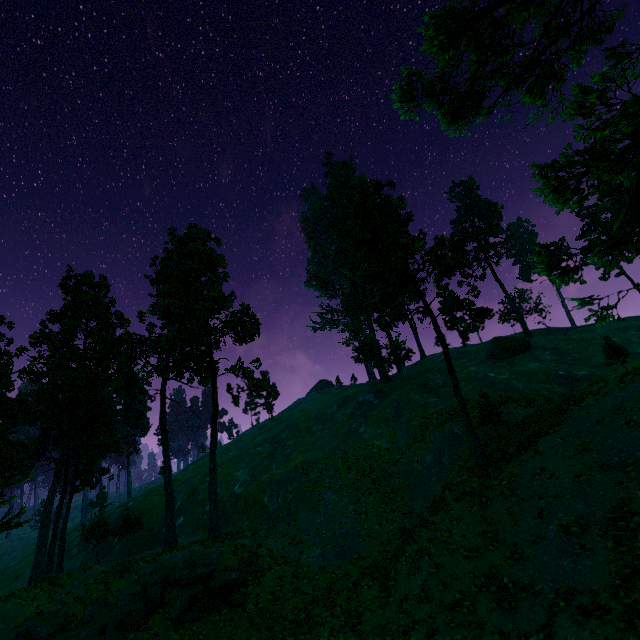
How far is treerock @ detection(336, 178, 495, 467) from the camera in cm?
2208

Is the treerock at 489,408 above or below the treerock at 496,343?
below

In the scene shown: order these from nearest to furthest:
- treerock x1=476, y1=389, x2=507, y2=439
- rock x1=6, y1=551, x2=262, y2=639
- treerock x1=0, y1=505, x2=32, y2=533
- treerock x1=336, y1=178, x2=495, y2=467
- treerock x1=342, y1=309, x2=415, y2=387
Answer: rock x1=6, y1=551, x2=262, y2=639, treerock x1=336, y1=178, x2=495, y2=467, treerock x1=476, y1=389, x2=507, y2=439, treerock x1=0, y1=505, x2=32, y2=533, treerock x1=342, y1=309, x2=415, y2=387

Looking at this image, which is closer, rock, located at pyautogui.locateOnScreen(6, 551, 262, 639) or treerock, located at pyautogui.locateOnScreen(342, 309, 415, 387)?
rock, located at pyautogui.locateOnScreen(6, 551, 262, 639)

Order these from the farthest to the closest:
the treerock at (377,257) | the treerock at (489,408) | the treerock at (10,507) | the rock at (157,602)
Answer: the treerock at (10,507)
the treerock at (489,408)
the treerock at (377,257)
the rock at (157,602)

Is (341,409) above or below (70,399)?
below
